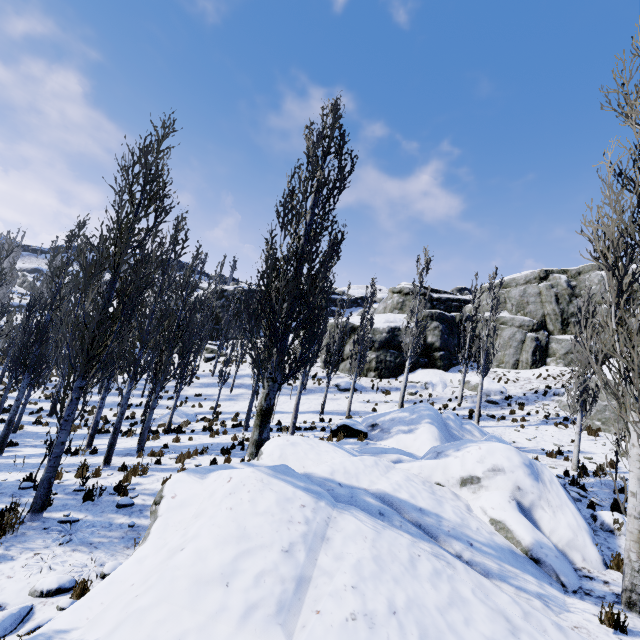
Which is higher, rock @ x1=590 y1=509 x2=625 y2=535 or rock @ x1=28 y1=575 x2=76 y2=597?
rock @ x1=590 y1=509 x2=625 y2=535

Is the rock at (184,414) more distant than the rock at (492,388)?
No

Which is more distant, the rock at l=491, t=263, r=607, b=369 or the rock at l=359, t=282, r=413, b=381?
the rock at l=359, t=282, r=413, b=381

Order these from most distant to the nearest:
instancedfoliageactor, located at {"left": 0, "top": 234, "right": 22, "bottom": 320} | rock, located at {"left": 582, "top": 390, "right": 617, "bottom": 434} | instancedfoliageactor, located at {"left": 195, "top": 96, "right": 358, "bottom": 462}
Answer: rock, located at {"left": 582, "top": 390, "right": 617, "bottom": 434}
instancedfoliageactor, located at {"left": 0, "top": 234, "right": 22, "bottom": 320}
instancedfoliageactor, located at {"left": 195, "top": 96, "right": 358, "bottom": 462}

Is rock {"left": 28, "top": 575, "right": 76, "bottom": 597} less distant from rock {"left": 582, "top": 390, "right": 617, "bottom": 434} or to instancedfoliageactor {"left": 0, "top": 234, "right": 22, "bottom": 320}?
instancedfoliageactor {"left": 0, "top": 234, "right": 22, "bottom": 320}

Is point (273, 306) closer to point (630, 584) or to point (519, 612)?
point (519, 612)

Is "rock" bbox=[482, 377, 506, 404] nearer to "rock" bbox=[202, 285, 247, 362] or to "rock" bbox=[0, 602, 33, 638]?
"rock" bbox=[202, 285, 247, 362]

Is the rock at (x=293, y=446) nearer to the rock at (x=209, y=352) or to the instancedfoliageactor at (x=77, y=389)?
the instancedfoliageactor at (x=77, y=389)
